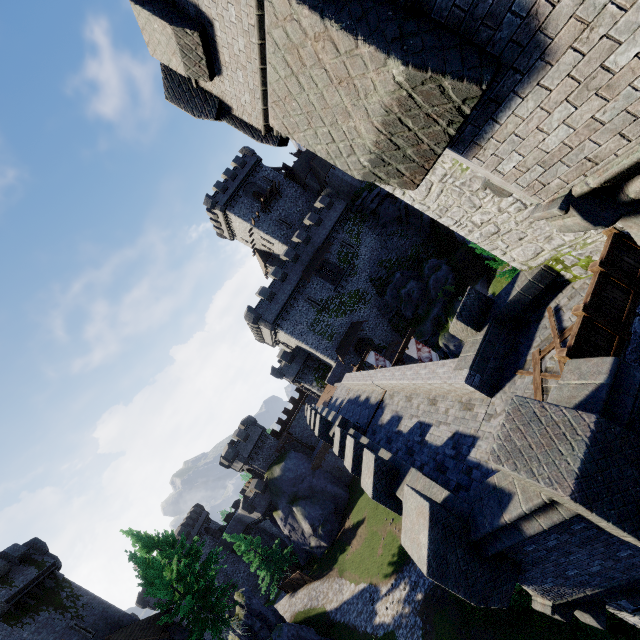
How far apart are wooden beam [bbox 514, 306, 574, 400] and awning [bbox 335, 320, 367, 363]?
29.7m

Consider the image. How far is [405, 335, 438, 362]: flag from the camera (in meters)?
20.83

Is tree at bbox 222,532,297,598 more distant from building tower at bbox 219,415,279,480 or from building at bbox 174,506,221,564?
building at bbox 174,506,221,564

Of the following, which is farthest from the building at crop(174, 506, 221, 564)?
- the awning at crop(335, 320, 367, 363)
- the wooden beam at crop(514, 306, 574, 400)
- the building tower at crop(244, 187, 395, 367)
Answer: the wooden beam at crop(514, 306, 574, 400)

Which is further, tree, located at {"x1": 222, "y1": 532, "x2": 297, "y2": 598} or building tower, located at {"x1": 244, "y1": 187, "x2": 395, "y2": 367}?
building tower, located at {"x1": 244, "y1": 187, "x2": 395, "y2": 367}

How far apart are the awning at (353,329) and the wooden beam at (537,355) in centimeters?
2973cm

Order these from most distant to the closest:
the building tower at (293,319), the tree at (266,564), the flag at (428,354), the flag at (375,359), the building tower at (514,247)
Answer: the building tower at (293,319), the tree at (266,564), the flag at (375,359), the flag at (428,354), the building tower at (514,247)

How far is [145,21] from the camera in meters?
7.9 m
